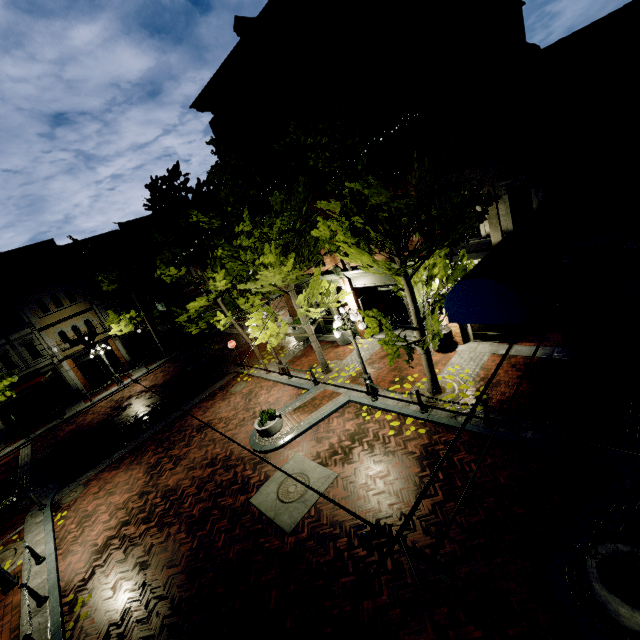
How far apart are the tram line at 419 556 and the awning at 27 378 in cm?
3095

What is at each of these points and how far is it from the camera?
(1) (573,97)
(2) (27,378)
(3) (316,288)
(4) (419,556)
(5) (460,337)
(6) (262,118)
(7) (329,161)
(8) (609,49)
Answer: (1) building, 7.5m
(2) awning, 24.1m
(3) tree, 13.8m
(4) tram line, 2.0m
(5) building, 13.0m
(6) building, 14.8m
(7) tree, 7.2m
(8) tree, 18.0m

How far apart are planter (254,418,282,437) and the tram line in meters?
10.4 m

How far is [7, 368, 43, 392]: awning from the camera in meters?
23.3 m

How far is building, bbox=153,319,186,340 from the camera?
31.1 meters

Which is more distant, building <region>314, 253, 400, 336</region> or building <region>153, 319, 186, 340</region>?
building <region>153, 319, 186, 340</region>

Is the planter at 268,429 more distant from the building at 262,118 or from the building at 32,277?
the building at 32,277

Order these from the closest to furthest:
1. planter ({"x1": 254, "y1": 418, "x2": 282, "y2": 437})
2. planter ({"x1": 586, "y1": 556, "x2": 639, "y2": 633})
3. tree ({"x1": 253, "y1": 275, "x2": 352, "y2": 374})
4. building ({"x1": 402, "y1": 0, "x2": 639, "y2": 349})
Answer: planter ({"x1": 586, "y1": 556, "x2": 639, "y2": 633}) < building ({"x1": 402, "y1": 0, "x2": 639, "y2": 349}) < planter ({"x1": 254, "y1": 418, "x2": 282, "y2": 437}) < tree ({"x1": 253, "y1": 275, "x2": 352, "y2": 374})
